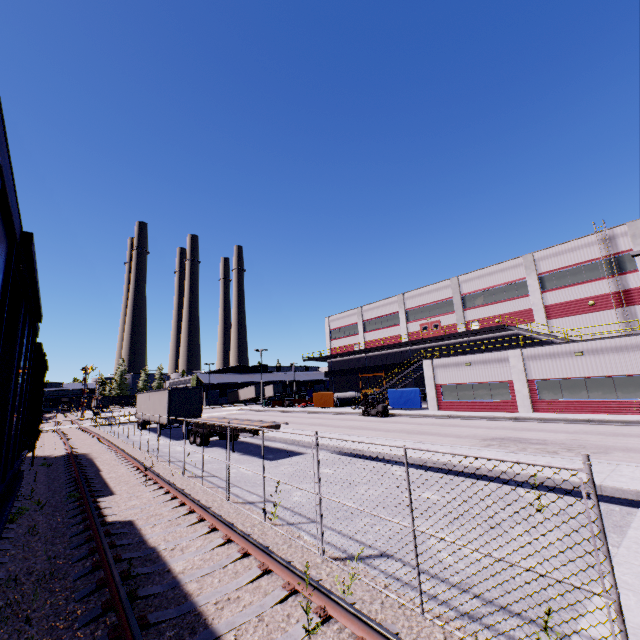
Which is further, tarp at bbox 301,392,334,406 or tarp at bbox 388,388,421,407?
tarp at bbox 301,392,334,406

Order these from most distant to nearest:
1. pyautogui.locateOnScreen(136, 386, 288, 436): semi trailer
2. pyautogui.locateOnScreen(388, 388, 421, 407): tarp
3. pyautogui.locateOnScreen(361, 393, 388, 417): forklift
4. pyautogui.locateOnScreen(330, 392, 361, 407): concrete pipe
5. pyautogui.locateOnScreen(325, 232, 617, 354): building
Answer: pyautogui.locateOnScreen(330, 392, 361, 407): concrete pipe
pyautogui.locateOnScreen(388, 388, 421, 407): tarp
pyautogui.locateOnScreen(361, 393, 388, 417): forklift
pyautogui.locateOnScreen(325, 232, 617, 354): building
pyautogui.locateOnScreen(136, 386, 288, 436): semi trailer

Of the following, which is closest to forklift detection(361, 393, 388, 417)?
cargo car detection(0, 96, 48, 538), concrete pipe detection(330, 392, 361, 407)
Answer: cargo car detection(0, 96, 48, 538)

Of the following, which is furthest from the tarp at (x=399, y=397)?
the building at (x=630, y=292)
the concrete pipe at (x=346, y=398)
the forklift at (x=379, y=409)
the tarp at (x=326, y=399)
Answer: the concrete pipe at (x=346, y=398)

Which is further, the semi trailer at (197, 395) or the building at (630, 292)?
the building at (630, 292)

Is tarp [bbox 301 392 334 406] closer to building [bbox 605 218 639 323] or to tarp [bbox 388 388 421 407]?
building [bbox 605 218 639 323]

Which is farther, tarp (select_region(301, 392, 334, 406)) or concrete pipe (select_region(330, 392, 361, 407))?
concrete pipe (select_region(330, 392, 361, 407))

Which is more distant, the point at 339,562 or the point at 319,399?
the point at 319,399
